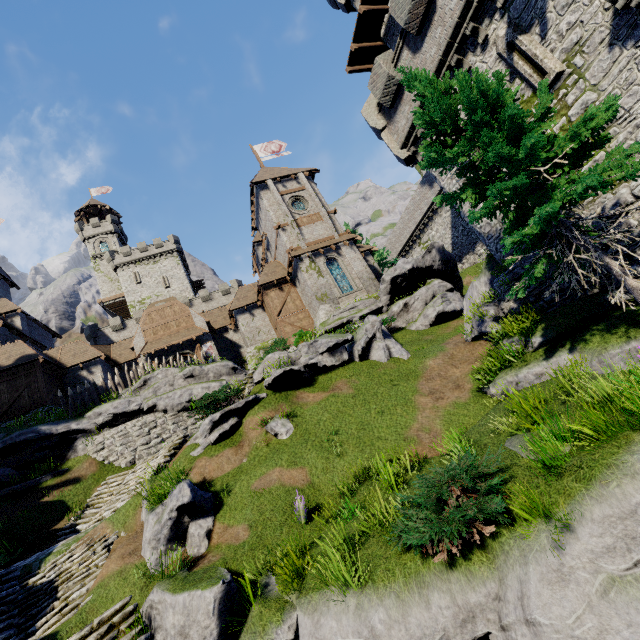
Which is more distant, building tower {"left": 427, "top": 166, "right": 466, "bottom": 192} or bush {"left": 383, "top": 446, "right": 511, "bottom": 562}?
building tower {"left": 427, "top": 166, "right": 466, "bottom": 192}

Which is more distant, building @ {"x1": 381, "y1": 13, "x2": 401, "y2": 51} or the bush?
building @ {"x1": 381, "y1": 13, "x2": 401, "y2": 51}

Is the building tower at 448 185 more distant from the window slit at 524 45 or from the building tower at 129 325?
the building tower at 129 325

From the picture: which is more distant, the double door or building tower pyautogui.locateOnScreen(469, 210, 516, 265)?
the double door

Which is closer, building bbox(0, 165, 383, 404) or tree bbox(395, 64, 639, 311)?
tree bbox(395, 64, 639, 311)

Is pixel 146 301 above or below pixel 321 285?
above

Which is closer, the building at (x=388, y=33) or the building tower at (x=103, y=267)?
the building at (x=388, y=33)

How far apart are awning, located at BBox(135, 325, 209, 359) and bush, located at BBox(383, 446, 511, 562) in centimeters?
2580cm
